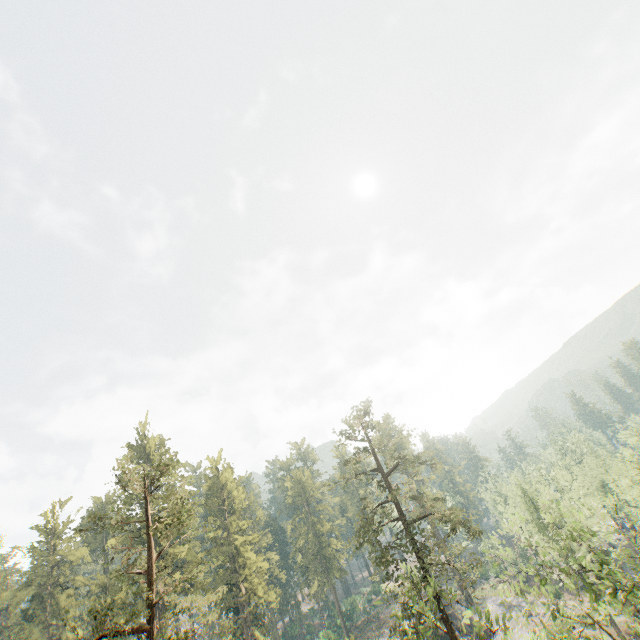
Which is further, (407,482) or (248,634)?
(248,634)

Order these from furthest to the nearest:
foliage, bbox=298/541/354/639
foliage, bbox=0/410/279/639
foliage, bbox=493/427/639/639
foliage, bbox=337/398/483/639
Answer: foliage, bbox=298/541/354/639, foliage, bbox=0/410/279/639, foliage, bbox=493/427/639/639, foliage, bbox=337/398/483/639

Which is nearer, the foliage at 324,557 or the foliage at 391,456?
the foliage at 391,456

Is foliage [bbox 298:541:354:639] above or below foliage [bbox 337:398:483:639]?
below

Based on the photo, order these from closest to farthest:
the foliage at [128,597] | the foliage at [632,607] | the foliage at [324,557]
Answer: the foliage at [632,607], the foliage at [128,597], the foliage at [324,557]

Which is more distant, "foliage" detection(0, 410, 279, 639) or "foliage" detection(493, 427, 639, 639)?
"foliage" detection(0, 410, 279, 639)
